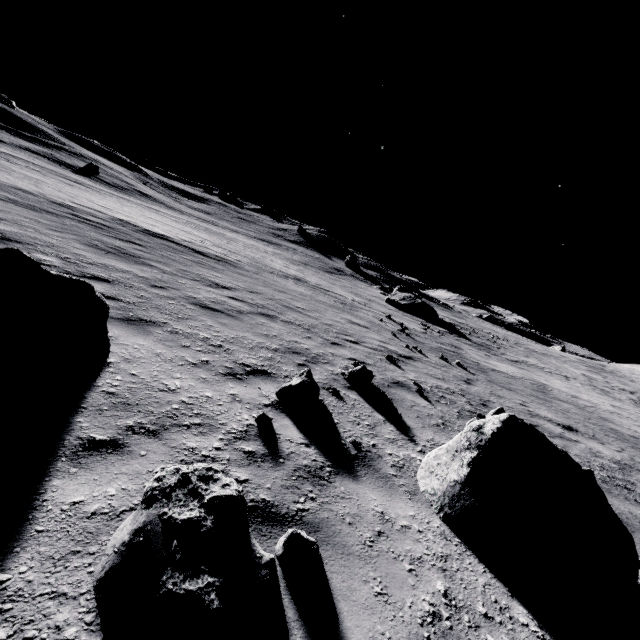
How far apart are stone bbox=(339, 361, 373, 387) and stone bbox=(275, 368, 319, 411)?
1.4 meters

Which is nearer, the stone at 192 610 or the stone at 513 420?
the stone at 192 610

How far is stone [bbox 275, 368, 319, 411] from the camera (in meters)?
4.64

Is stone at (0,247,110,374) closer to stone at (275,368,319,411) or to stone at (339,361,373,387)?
stone at (275,368,319,411)

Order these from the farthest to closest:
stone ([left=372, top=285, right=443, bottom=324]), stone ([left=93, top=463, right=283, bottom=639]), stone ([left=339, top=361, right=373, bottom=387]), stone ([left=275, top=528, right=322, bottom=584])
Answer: stone ([left=372, top=285, right=443, bottom=324])
stone ([left=339, top=361, right=373, bottom=387])
stone ([left=275, top=528, right=322, bottom=584])
stone ([left=93, top=463, right=283, bottom=639])

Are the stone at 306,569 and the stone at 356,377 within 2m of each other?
no

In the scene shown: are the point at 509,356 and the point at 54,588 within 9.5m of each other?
no

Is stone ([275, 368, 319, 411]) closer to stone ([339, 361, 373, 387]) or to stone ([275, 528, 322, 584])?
stone ([339, 361, 373, 387])
